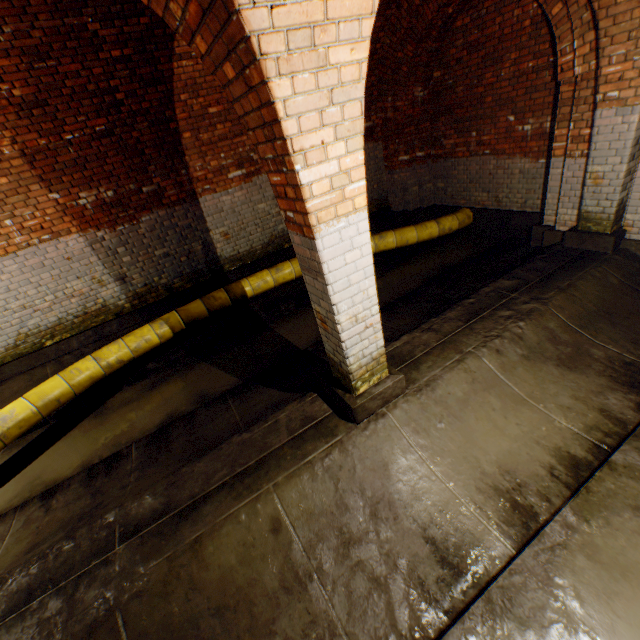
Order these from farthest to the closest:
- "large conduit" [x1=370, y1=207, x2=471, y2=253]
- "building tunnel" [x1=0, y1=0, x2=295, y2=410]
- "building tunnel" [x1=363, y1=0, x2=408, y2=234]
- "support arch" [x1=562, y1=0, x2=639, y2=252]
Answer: "large conduit" [x1=370, y1=207, x2=471, y2=253] → "building tunnel" [x1=363, y1=0, x2=408, y2=234] → "building tunnel" [x1=0, y1=0, x2=295, y2=410] → "support arch" [x1=562, y1=0, x2=639, y2=252]

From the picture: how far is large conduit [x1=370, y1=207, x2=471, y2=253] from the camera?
6.97m

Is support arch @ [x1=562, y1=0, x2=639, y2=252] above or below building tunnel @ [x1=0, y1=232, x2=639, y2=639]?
above

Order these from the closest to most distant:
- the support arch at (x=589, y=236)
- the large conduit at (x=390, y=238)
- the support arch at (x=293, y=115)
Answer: the support arch at (x=293, y=115) → the support arch at (x=589, y=236) → the large conduit at (x=390, y=238)

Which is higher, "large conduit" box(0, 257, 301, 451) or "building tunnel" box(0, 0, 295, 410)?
"building tunnel" box(0, 0, 295, 410)

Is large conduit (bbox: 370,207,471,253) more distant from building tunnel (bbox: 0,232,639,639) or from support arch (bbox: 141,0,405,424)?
support arch (bbox: 141,0,405,424)

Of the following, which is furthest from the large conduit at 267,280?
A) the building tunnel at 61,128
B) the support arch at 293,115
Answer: the support arch at 293,115

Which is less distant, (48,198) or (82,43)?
(82,43)
